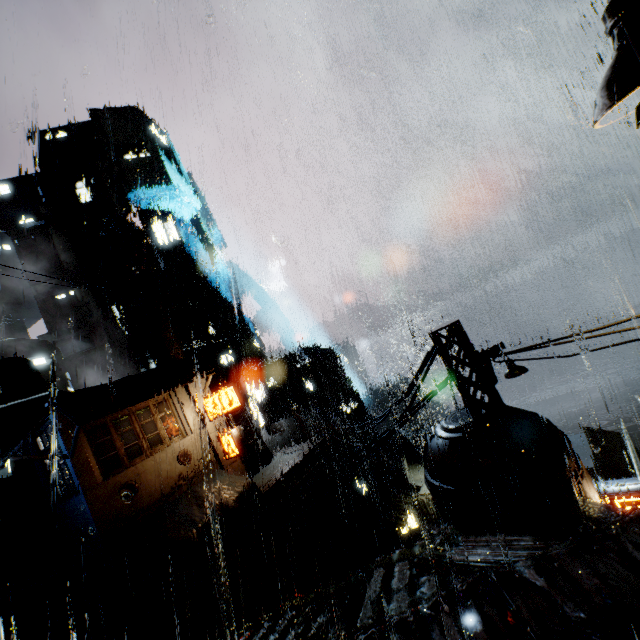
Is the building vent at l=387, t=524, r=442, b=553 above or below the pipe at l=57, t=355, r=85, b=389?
below

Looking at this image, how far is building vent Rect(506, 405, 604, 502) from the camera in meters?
8.2 m

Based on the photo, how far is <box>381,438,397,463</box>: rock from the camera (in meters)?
54.53

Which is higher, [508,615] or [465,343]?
[465,343]

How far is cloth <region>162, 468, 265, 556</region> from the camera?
16.5 meters

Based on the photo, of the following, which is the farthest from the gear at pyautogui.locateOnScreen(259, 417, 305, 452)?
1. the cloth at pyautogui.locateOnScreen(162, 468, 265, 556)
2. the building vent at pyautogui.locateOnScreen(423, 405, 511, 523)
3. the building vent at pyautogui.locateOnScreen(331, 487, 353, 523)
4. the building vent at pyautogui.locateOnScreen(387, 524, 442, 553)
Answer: the building vent at pyautogui.locateOnScreen(423, 405, 511, 523)

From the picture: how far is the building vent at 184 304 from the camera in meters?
42.8 m

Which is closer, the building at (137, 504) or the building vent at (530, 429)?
the building vent at (530, 429)
